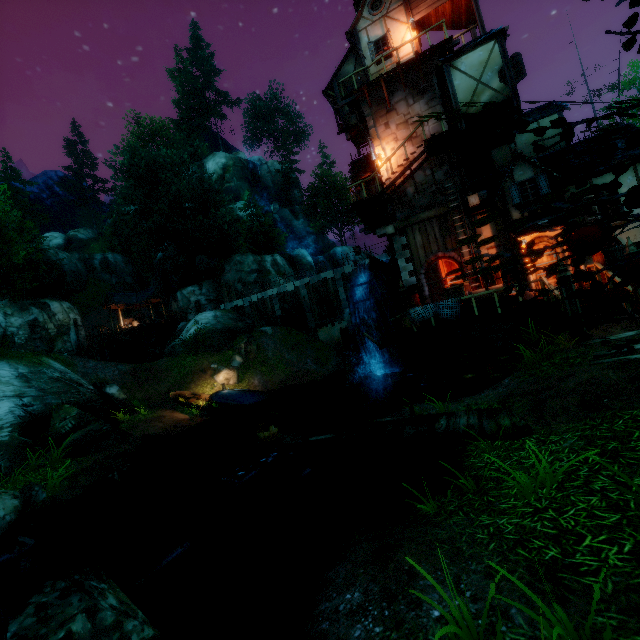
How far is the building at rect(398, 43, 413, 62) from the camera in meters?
17.2

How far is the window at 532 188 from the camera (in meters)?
13.88

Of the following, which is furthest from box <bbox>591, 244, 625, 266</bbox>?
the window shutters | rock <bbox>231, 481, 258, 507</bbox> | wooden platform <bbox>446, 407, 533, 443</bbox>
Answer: rock <bbox>231, 481, 258, 507</bbox>

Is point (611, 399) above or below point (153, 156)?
below

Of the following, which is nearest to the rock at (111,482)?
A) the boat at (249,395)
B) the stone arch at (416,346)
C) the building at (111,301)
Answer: the boat at (249,395)

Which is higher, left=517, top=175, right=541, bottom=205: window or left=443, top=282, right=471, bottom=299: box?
left=517, top=175, right=541, bottom=205: window

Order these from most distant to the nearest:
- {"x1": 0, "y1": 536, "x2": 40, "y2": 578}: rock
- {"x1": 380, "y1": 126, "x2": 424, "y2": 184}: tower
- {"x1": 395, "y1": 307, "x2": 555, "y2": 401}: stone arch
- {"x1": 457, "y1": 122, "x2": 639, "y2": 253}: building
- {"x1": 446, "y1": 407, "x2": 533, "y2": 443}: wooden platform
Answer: {"x1": 380, "y1": 126, "x2": 424, "y2": 184}: tower
{"x1": 457, "y1": 122, "x2": 639, "y2": 253}: building
{"x1": 395, "y1": 307, "x2": 555, "y2": 401}: stone arch
{"x1": 0, "y1": 536, "x2": 40, "y2": 578}: rock
{"x1": 446, "y1": 407, "x2": 533, "y2": 443}: wooden platform

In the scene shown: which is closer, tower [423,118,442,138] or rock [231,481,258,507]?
rock [231,481,258,507]
